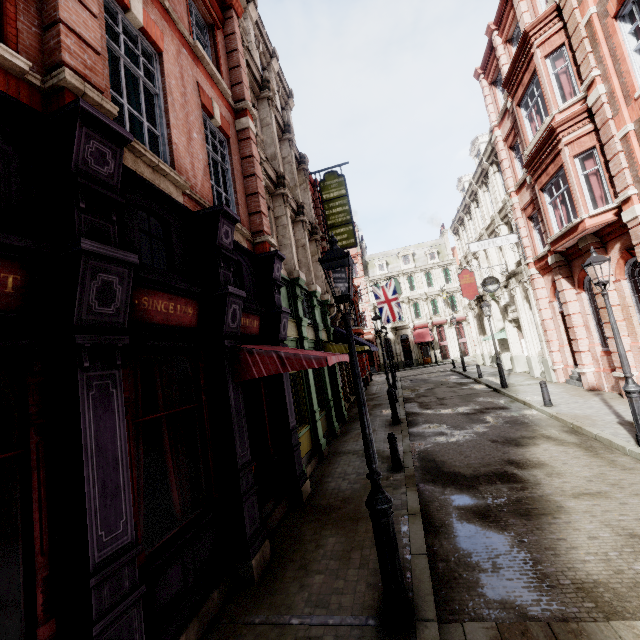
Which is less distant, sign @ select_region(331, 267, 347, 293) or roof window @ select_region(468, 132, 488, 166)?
sign @ select_region(331, 267, 347, 293)

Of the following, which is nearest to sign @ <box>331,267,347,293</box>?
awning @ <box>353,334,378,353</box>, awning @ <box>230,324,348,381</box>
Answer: awning @ <box>353,334,378,353</box>

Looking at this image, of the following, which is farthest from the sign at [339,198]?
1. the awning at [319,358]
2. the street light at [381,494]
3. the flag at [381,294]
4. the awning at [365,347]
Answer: the street light at [381,494]

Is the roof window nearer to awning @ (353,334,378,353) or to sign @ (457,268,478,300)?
sign @ (457,268,478,300)

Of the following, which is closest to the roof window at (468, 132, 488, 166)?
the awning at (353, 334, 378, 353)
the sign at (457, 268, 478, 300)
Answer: the sign at (457, 268, 478, 300)

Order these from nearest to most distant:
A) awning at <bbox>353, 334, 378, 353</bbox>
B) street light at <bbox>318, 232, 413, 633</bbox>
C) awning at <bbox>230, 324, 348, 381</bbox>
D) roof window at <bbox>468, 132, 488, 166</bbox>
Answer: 1. street light at <bbox>318, 232, 413, 633</bbox>
2. awning at <bbox>230, 324, 348, 381</bbox>
3. awning at <bbox>353, 334, 378, 353</bbox>
4. roof window at <bbox>468, 132, 488, 166</bbox>

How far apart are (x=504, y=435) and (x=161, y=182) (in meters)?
11.45

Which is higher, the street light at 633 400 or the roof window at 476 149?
the roof window at 476 149
